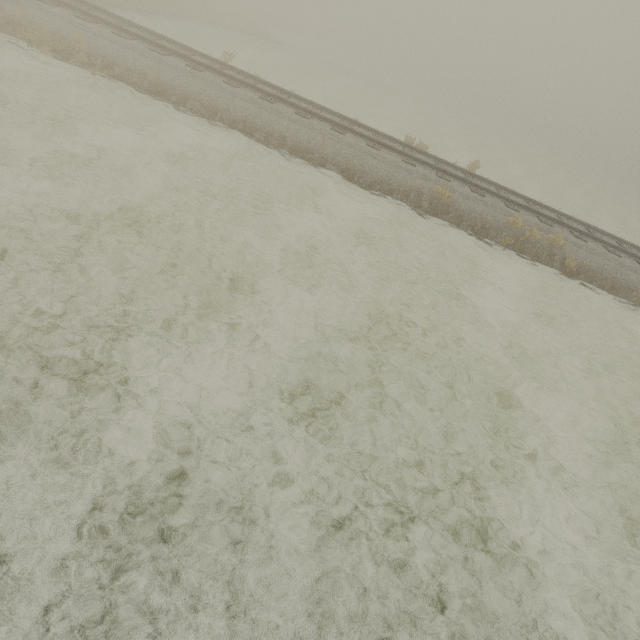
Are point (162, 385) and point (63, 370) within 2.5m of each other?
yes
